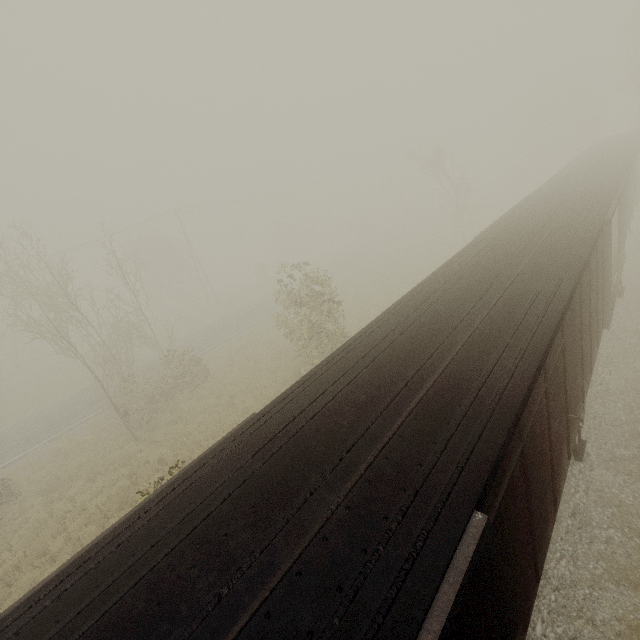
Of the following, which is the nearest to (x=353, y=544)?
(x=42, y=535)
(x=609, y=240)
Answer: (x=609, y=240)
